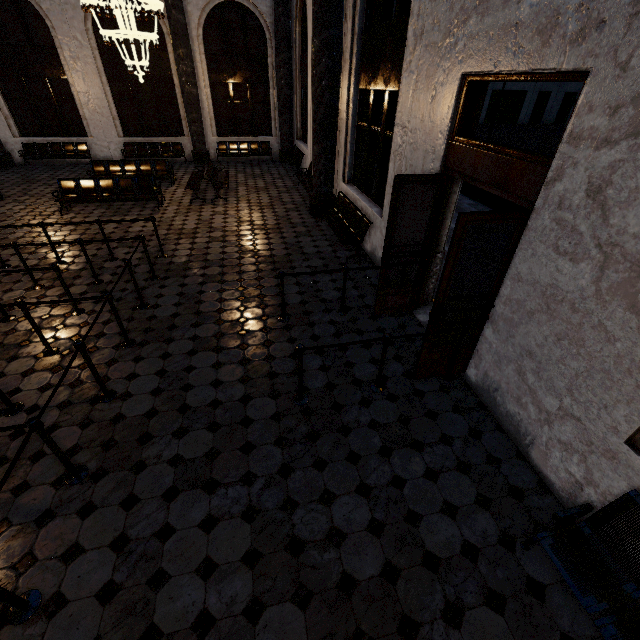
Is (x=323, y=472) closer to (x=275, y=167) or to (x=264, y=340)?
(x=264, y=340)
